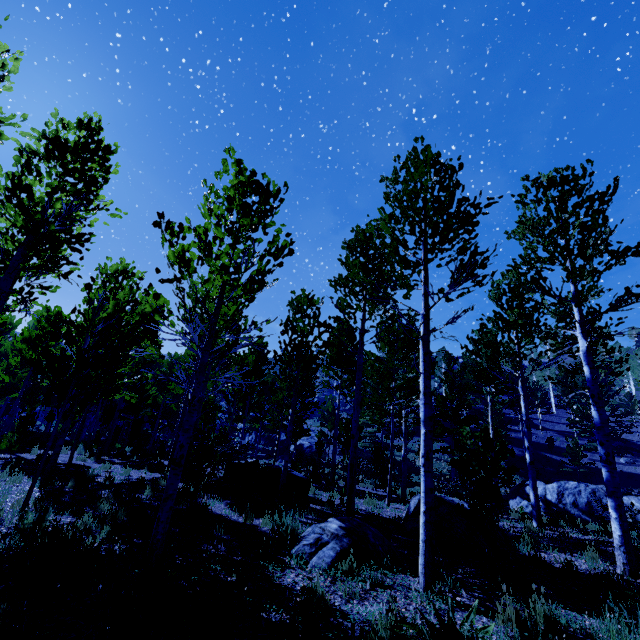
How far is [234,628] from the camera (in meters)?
3.30

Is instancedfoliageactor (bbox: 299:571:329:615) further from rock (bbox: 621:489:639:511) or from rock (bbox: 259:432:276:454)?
rock (bbox: 621:489:639:511)

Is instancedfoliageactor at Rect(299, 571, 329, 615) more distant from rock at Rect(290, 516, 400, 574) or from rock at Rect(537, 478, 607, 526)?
rock at Rect(537, 478, 607, 526)

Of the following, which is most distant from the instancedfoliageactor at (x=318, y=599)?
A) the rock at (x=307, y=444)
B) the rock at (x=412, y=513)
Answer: the rock at (x=412, y=513)

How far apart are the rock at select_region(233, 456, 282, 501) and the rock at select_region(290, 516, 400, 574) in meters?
3.4 m

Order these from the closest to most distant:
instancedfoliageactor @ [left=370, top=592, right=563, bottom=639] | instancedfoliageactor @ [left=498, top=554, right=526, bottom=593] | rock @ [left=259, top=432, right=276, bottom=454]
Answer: instancedfoliageactor @ [left=370, top=592, right=563, bottom=639] < instancedfoliageactor @ [left=498, top=554, right=526, bottom=593] < rock @ [left=259, top=432, right=276, bottom=454]

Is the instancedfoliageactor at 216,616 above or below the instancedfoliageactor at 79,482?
below
